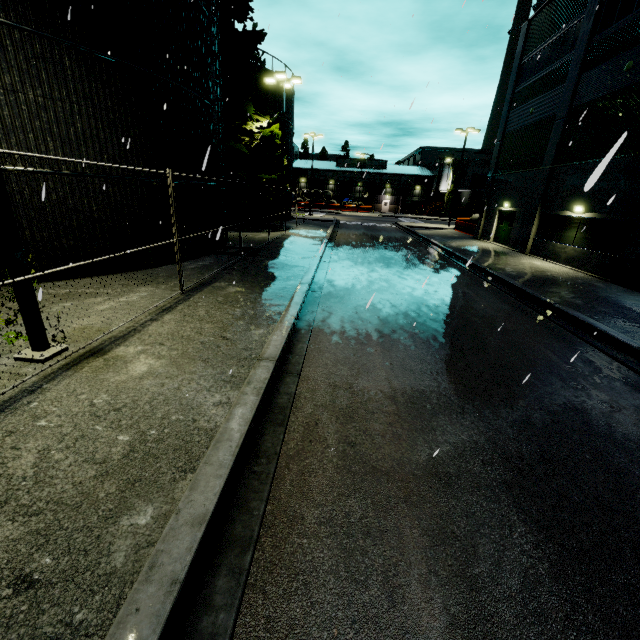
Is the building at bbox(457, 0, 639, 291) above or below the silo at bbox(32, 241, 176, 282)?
above

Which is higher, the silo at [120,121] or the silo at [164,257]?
the silo at [120,121]

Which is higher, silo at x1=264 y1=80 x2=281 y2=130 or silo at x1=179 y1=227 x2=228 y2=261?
silo at x1=264 y1=80 x2=281 y2=130

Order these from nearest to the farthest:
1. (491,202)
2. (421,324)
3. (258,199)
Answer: (421,324) < (258,199) < (491,202)

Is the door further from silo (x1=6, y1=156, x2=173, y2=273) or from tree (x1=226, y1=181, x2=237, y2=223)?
tree (x1=226, y1=181, x2=237, y2=223)

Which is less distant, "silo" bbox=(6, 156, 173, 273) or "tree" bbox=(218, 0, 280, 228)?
"silo" bbox=(6, 156, 173, 273)
